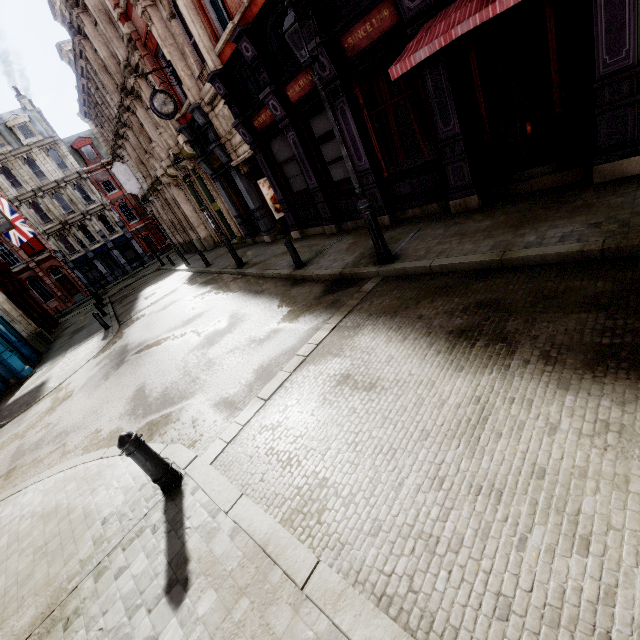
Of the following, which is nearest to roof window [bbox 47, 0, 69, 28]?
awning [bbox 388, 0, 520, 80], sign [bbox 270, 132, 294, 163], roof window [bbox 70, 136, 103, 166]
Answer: sign [bbox 270, 132, 294, 163]

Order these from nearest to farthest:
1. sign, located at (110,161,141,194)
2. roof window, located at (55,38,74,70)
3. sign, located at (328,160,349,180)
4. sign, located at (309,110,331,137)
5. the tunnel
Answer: sign, located at (309,110,331,137)
sign, located at (328,160,349,180)
the tunnel
roof window, located at (55,38,74,70)
sign, located at (110,161,141,194)

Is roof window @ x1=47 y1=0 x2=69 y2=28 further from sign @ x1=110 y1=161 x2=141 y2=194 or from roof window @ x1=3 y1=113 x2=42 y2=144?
roof window @ x1=3 y1=113 x2=42 y2=144

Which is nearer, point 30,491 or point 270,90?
point 30,491

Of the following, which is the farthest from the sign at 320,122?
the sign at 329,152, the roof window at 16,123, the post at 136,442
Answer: the roof window at 16,123

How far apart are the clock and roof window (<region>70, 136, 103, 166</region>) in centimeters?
3584cm

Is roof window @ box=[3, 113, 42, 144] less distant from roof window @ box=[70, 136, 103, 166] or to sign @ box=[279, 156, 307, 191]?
roof window @ box=[70, 136, 103, 166]

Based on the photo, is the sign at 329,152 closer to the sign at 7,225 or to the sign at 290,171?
the sign at 290,171
